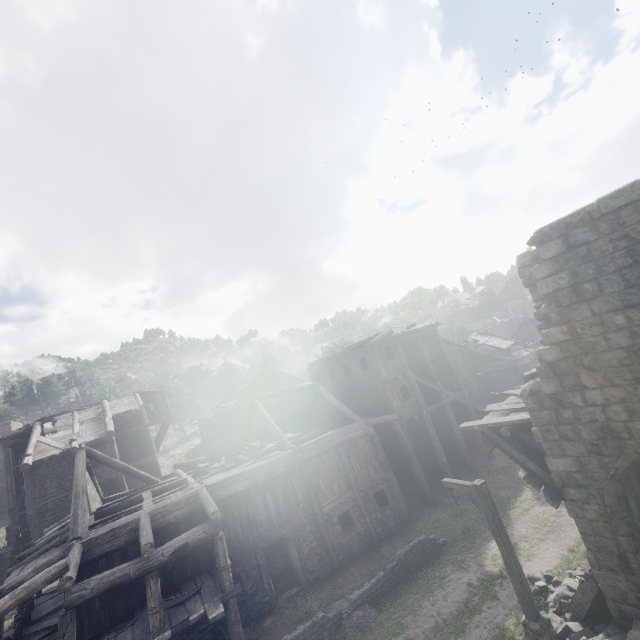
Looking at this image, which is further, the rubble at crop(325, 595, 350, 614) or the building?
the rubble at crop(325, 595, 350, 614)

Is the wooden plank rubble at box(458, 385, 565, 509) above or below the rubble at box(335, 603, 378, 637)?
above

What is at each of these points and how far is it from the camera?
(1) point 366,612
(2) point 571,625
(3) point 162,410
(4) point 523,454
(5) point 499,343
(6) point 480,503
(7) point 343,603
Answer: (1) rubble, 11.80m
(2) rubble, 8.84m
(3) building, 30.33m
(4) wooden plank rubble, 9.91m
(5) wooden plank rubble, 31.86m
(6) wooden lamp post, 9.02m
(7) rubble, 12.38m

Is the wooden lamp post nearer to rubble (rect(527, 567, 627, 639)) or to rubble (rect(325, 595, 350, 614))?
rubble (rect(527, 567, 627, 639))

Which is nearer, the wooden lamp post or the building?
the building

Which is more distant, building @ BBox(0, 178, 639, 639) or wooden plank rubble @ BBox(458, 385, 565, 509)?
wooden plank rubble @ BBox(458, 385, 565, 509)

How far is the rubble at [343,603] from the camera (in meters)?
12.15

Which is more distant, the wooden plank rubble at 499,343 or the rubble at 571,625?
the wooden plank rubble at 499,343
